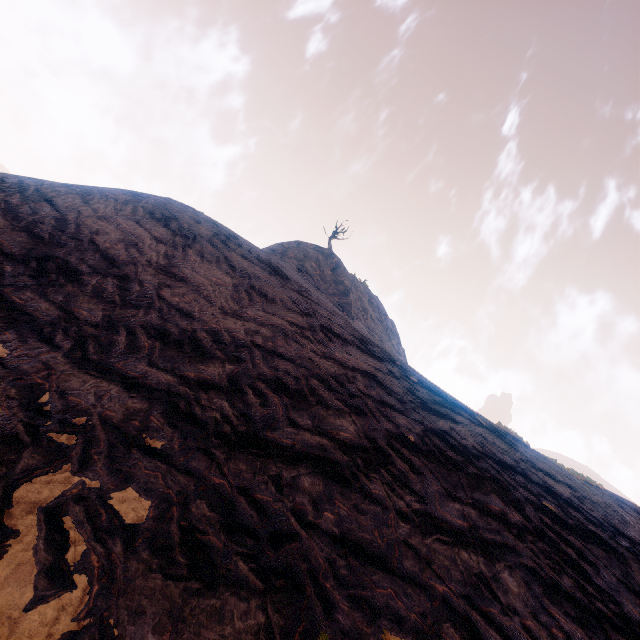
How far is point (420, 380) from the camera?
11.0 meters
